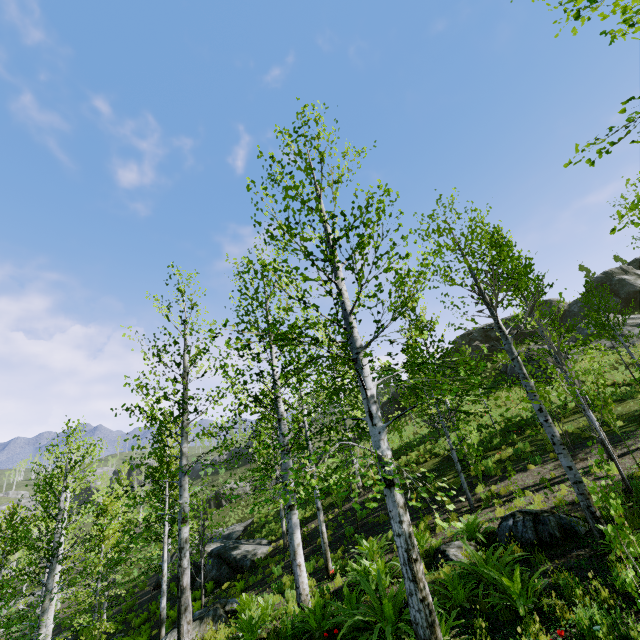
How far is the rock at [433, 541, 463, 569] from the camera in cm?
773

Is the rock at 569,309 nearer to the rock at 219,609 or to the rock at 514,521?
the rock at 514,521

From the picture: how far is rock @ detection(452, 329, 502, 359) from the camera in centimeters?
3828cm

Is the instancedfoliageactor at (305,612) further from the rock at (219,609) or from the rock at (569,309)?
the rock at (569,309)

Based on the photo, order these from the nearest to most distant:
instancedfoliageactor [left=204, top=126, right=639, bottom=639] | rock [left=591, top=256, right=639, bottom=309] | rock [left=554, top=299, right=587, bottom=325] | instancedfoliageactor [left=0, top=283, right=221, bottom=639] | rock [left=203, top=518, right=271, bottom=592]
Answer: instancedfoliageactor [left=204, top=126, right=639, bottom=639]
instancedfoliageactor [left=0, top=283, right=221, bottom=639]
rock [left=203, top=518, right=271, bottom=592]
rock [left=591, top=256, right=639, bottom=309]
rock [left=554, top=299, right=587, bottom=325]

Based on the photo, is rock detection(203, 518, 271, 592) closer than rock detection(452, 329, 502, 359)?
Yes

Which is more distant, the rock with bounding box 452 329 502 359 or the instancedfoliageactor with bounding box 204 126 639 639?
the rock with bounding box 452 329 502 359

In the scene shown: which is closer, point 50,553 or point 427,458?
point 50,553
